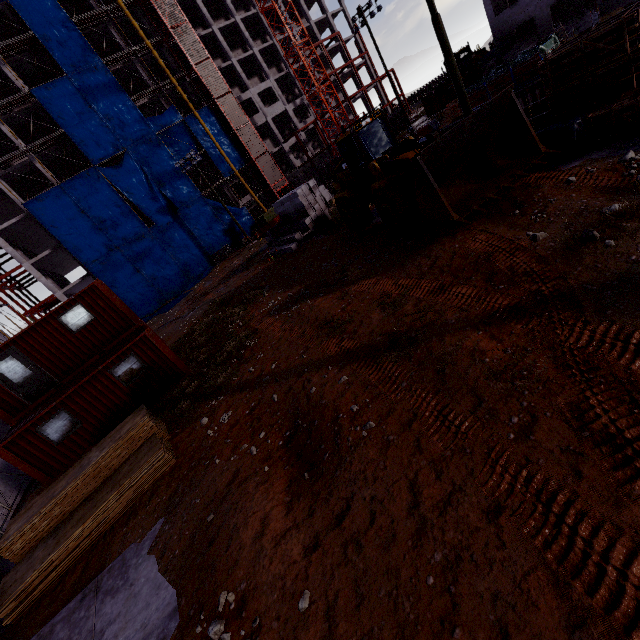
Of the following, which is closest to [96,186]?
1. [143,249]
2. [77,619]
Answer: [143,249]

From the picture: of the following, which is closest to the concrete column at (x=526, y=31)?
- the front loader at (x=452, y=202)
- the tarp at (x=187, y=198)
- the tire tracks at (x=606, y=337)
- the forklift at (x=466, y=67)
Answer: the forklift at (x=466, y=67)

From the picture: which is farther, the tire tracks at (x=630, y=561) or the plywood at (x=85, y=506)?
→ the plywood at (x=85, y=506)

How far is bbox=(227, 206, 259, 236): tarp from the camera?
43.41m

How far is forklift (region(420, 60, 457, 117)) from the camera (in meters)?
32.19

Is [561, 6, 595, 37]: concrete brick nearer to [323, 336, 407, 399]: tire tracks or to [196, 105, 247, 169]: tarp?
[323, 336, 407, 399]: tire tracks

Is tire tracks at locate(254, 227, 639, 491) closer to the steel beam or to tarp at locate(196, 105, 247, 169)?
tarp at locate(196, 105, 247, 169)

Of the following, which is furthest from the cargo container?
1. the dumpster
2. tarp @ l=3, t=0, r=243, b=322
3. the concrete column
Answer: the concrete column
